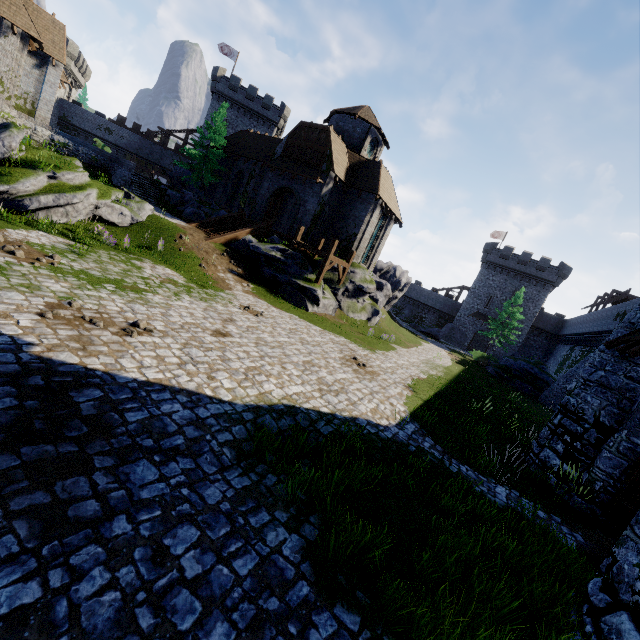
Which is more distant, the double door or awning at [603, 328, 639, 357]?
the double door

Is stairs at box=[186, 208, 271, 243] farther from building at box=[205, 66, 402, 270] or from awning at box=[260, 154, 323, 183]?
awning at box=[260, 154, 323, 183]

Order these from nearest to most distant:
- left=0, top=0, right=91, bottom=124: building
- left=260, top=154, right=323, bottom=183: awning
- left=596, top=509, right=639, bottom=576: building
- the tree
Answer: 1. left=596, top=509, right=639, bottom=576: building
2. left=0, top=0, right=91, bottom=124: building
3. left=260, top=154, right=323, bottom=183: awning
4. the tree

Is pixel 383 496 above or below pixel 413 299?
below

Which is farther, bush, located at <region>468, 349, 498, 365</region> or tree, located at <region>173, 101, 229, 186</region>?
bush, located at <region>468, 349, 498, 365</region>

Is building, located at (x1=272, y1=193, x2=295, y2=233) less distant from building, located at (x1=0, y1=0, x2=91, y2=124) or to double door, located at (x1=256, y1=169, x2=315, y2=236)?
double door, located at (x1=256, y1=169, x2=315, y2=236)

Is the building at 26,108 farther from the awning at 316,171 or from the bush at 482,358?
the bush at 482,358

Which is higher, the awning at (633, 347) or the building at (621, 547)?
the awning at (633, 347)
